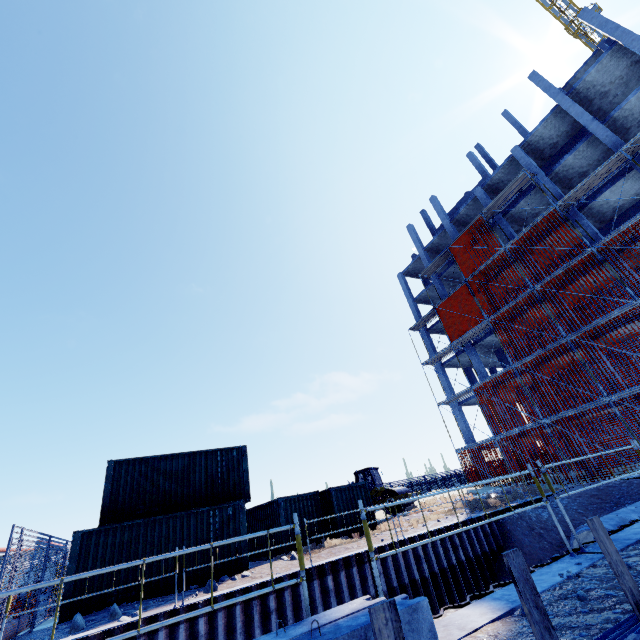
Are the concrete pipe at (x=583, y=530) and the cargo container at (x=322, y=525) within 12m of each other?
yes

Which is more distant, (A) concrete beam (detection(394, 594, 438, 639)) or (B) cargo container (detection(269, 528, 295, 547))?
(B) cargo container (detection(269, 528, 295, 547))

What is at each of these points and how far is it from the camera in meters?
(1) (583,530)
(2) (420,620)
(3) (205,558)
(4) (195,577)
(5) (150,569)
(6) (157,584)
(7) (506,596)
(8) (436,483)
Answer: (1) concrete pipe, 10.7 m
(2) concrete beam, 2.8 m
(3) cargo container, 12.4 m
(4) cargo container, 12.0 m
(5) cargo container, 11.7 m
(6) cargo container, 11.5 m
(7) concrete column, 4.2 m
(8) fence, 29.8 m

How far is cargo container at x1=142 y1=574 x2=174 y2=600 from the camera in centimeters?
1130cm

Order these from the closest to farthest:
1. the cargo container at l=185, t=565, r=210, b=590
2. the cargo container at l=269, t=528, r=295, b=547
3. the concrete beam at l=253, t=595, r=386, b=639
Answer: the concrete beam at l=253, t=595, r=386, b=639
the cargo container at l=185, t=565, r=210, b=590
the cargo container at l=269, t=528, r=295, b=547

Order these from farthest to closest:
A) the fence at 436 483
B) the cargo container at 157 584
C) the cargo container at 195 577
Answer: the fence at 436 483, the cargo container at 195 577, the cargo container at 157 584

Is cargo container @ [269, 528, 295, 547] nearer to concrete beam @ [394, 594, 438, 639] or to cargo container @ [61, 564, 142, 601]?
cargo container @ [61, 564, 142, 601]

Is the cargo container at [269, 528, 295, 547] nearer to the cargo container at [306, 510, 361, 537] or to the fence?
the cargo container at [306, 510, 361, 537]
